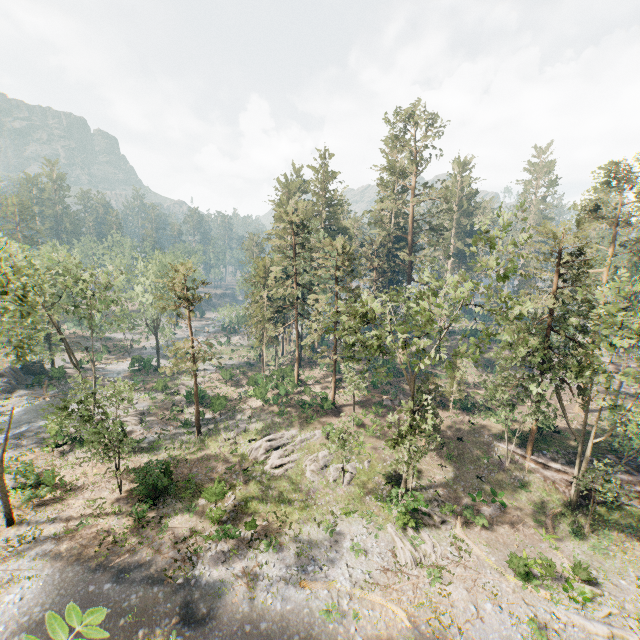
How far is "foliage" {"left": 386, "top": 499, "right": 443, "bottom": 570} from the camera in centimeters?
2164cm

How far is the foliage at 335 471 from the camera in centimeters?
2820cm

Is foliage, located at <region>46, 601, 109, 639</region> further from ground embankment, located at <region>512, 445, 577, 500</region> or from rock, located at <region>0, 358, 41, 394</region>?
rock, located at <region>0, 358, 41, 394</region>

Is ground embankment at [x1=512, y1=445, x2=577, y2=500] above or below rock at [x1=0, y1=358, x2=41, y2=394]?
above

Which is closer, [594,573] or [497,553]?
[594,573]

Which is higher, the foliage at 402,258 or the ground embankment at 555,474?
the foliage at 402,258

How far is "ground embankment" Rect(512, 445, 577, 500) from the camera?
27.8m
